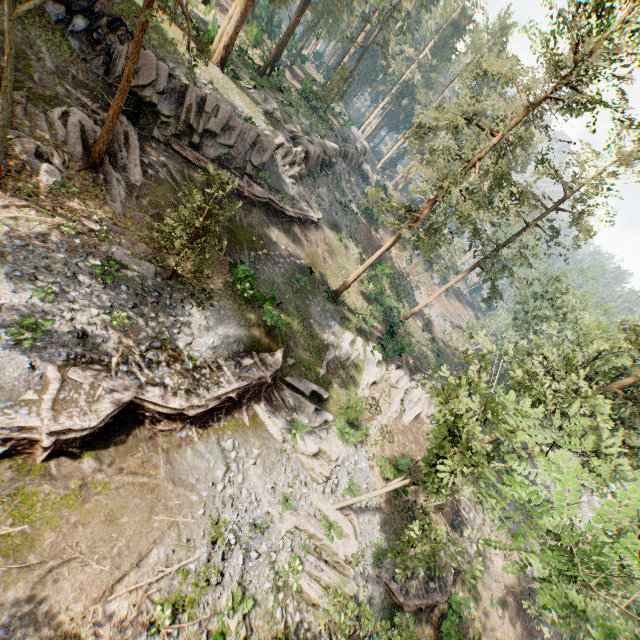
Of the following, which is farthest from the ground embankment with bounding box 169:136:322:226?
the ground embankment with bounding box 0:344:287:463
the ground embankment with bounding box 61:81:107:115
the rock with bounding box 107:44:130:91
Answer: the ground embankment with bounding box 0:344:287:463

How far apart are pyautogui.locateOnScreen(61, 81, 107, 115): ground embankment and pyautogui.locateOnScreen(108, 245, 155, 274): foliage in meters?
8.6

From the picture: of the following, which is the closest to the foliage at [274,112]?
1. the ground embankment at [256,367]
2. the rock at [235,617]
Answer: the ground embankment at [256,367]

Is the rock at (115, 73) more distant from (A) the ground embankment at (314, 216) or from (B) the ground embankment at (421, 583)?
(B) the ground embankment at (421, 583)

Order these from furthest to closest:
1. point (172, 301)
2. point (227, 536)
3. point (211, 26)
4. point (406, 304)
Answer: point (406, 304), point (172, 301), point (227, 536), point (211, 26)

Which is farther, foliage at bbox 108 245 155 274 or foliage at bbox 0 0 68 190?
foliage at bbox 108 245 155 274

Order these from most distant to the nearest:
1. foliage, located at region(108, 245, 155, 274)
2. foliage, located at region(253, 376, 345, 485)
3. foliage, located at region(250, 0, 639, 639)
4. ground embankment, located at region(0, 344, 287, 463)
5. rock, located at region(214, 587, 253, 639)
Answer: foliage, located at region(253, 376, 345, 485) → foliage, located at region(108, 245, 155, 274) → rock, located at region(214, 587, 253, 639) → ground embankment, located at region(0, 344, 287, 463) → foliage, located at region(250, 0, 639, 639)

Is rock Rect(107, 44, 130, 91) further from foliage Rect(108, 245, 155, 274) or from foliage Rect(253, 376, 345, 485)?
foliage Rect(108, 245, 155, 274)
